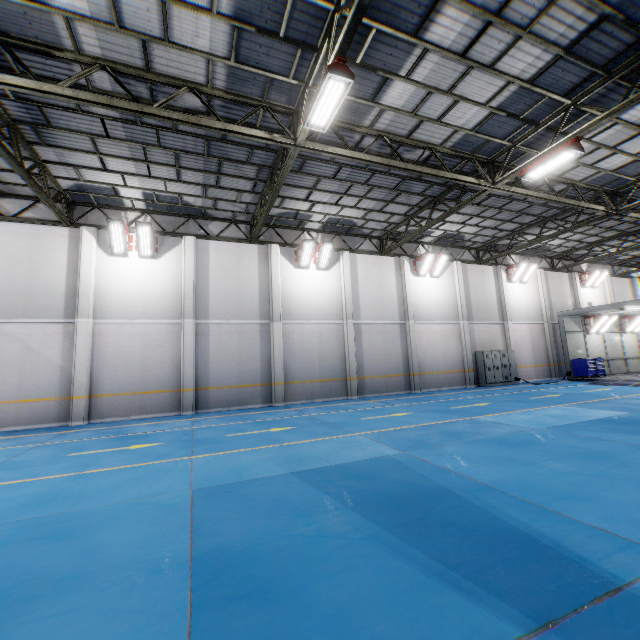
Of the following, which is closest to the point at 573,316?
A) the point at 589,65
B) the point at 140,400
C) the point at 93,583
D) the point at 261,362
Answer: the point at 589,65

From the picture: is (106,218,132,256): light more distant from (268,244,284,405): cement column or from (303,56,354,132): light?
(303,56,354,132): light

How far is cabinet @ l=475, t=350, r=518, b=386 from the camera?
19.7m

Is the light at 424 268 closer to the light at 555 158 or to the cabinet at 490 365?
the cabinet at 490 365

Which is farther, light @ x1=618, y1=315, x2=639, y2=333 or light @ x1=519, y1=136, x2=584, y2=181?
light @ x1=618, y1=315, x2=639, y2=333

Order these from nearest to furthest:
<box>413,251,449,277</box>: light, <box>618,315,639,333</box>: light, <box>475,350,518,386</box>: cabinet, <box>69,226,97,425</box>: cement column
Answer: <box>69,226,97,425</box>: cement column
<box>413,251,449,277</box>: light
<box>475,350,518,386</box>: cabinet
<box>618,315,639,333</box>: light

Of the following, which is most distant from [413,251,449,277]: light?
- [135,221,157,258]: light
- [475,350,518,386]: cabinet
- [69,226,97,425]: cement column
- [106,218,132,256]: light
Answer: [69,226,97,425]: cement column

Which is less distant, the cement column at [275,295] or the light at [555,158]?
the light at [555,158]
